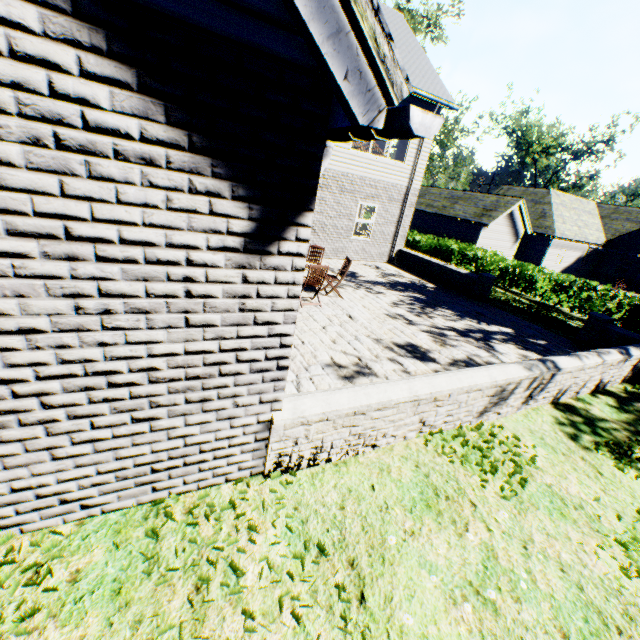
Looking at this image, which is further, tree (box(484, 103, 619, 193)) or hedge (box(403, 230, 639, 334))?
tree (box(484, 103, 619, 193))

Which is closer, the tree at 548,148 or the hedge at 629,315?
the hedge at 629,315

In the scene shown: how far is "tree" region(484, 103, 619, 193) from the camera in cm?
4575

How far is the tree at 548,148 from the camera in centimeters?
4575cm

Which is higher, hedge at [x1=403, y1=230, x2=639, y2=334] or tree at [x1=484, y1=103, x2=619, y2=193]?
tree at [x1=484, y1=103, x2=619, y2=193]

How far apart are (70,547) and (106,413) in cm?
110
